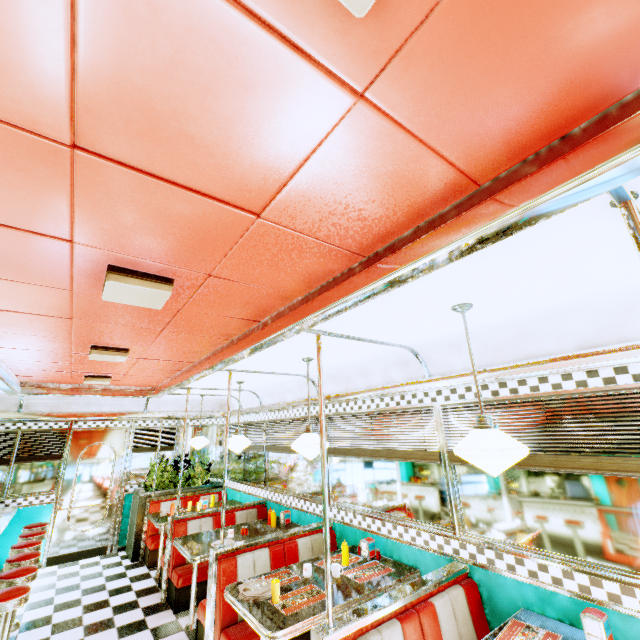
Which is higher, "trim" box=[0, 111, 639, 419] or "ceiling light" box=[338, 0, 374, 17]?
"ceiling light" box=[338, 0, 374, 17]

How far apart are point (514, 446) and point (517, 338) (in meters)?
1.21

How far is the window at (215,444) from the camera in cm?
797

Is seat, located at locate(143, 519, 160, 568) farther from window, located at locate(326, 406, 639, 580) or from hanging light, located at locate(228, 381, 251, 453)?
hanging light, located at locate(228, 381, 251, 453)

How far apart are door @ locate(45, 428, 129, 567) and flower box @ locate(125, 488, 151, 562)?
0.2 meters

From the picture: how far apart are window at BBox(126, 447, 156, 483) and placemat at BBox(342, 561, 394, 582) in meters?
6.1 m

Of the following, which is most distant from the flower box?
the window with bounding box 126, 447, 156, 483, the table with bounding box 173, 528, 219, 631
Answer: the table with bounding box 173, 528, 219, 631

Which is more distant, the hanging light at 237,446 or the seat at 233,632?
the hanging light at 237,446
